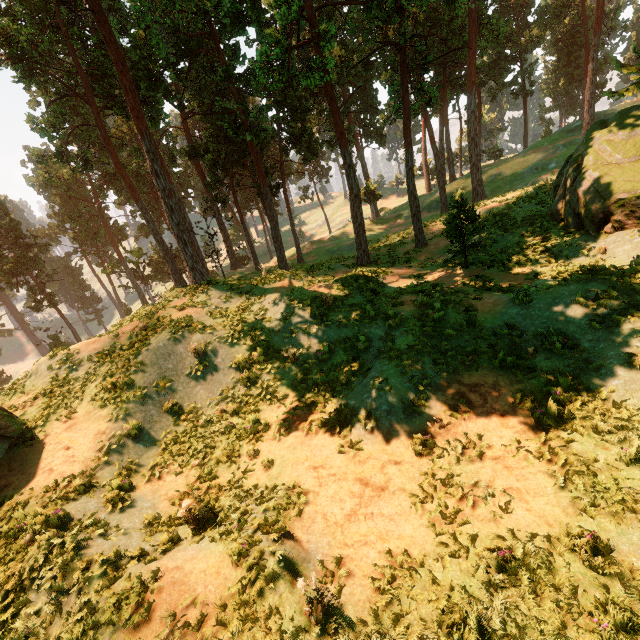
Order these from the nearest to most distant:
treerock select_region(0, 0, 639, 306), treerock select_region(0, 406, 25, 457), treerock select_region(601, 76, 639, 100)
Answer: treerock select_region(0, 406, 25, 457)
treerock select_region(601, 76, 639, 100)
treerock select_region(0, 0, 639, 306)

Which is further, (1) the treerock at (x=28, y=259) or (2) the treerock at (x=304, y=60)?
(1) the treerock at (x=28, y=259)

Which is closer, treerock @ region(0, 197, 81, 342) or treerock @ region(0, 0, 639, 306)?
treerock @ region(0, 0, 639, 306)

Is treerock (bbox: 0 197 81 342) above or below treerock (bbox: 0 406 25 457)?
above

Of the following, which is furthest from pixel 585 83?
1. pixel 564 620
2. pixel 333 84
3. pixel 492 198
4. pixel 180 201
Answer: pixel 564 620
